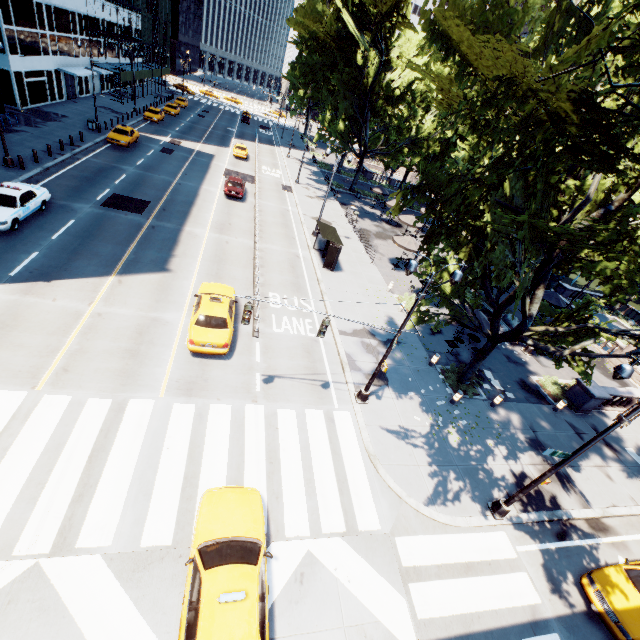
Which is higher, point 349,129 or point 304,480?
point 349,129

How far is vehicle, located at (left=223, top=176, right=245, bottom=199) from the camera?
29.98m

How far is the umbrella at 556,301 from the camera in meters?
27.4

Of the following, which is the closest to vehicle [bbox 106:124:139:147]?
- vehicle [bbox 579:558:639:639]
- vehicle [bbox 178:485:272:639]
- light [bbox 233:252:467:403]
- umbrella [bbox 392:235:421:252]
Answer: umbrella [bbox 392:235:421:252]

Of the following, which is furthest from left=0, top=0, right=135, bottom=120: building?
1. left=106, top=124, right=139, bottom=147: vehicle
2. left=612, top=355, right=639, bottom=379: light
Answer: left=612, top=355, right=639, bottom=379: light

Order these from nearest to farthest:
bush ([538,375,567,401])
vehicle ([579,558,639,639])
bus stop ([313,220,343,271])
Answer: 1. vehicle ([579,558,639,639])
2. bush ([538,375,567,401])
3. bus stop ([313,220,343,271])

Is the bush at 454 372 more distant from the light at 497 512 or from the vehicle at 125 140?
the vehicle at 125 140

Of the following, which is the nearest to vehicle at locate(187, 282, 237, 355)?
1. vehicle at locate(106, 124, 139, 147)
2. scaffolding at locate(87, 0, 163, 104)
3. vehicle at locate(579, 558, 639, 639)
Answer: vehicle at locate(579, 558, 639, 639)
